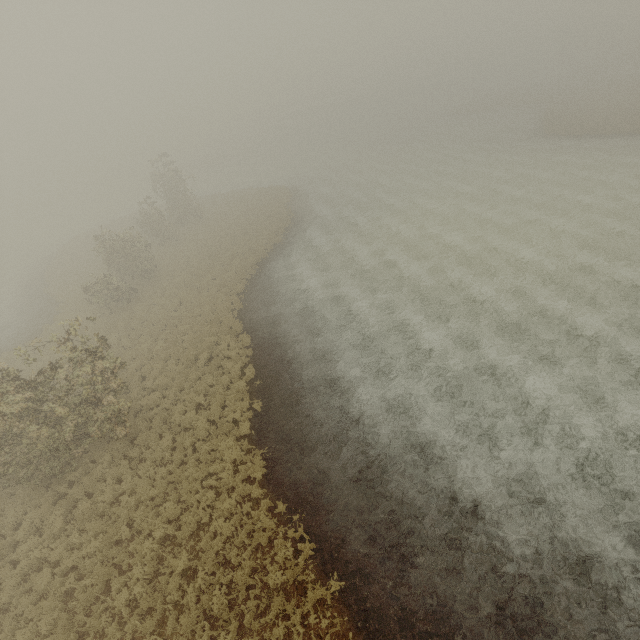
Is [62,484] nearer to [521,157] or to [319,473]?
[319,473]
